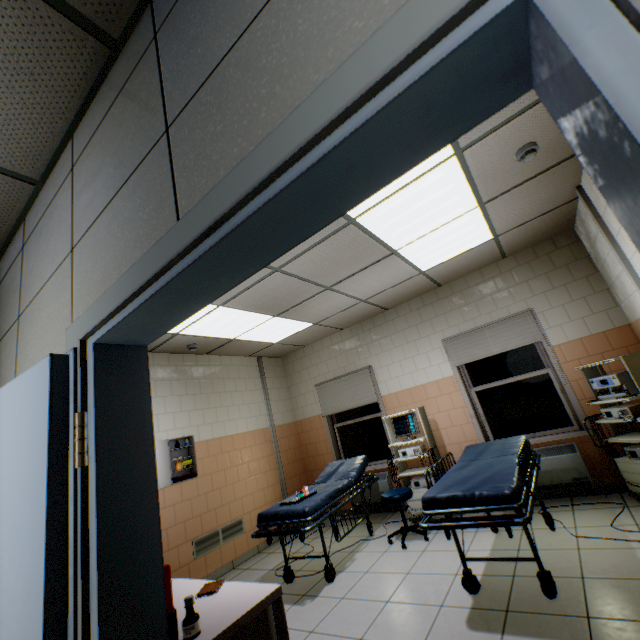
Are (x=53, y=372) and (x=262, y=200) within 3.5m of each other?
yes

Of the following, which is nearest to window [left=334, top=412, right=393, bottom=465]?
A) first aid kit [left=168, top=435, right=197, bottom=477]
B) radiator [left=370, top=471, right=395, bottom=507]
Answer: radiator [left=370, top=471, right=395, bottom=507]

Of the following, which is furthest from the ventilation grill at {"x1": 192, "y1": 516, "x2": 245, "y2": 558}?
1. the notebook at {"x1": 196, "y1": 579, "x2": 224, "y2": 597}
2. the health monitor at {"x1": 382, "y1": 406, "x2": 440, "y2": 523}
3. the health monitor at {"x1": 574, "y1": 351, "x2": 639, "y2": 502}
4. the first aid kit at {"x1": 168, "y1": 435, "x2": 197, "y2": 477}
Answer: the health monitor at {"x1": 574, "y1": 351, "x2": 639, "y2": 502}

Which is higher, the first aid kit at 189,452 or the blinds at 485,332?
the blinds at 485,332

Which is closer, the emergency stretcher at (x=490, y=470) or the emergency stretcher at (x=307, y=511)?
the emergency stretcher at (x=490, y=470)

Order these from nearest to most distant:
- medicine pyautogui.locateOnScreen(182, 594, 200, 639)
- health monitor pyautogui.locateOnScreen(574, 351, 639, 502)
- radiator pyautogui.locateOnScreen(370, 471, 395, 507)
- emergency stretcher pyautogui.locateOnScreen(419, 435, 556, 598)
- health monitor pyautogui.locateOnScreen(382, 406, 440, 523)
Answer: medicine pyautogui.locateOnScreen(182, 594, 200, 639)
emergency stretcher pyautogui.locateOnScreen(419, 435, 556, 598)
health monitor pyautogui.locateOnScreen(574, 351, 639, 502)
health monitor pyautogui.locateOnScreen(382, 406, 440, 523)
radiator pyautogui.locateOnScreen(370, 471, 395, 507)

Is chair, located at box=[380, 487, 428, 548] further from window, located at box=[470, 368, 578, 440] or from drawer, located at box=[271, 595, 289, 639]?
drawer, located at box=[271, 595, 289, 639]

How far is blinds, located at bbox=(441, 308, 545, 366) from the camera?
4.6m
